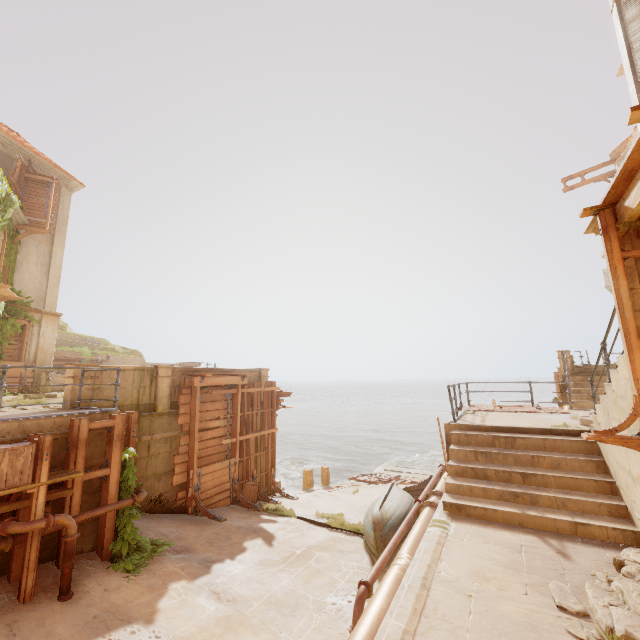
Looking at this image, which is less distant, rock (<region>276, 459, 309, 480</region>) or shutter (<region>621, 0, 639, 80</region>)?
shutter (<region>621, 0, 639, 80</region>)

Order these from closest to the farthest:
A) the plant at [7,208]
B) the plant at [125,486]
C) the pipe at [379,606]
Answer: the pipe at [379,606]
the plant at [125,486]
the plant at [7,208]

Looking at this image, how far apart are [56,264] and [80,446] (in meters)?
17.41

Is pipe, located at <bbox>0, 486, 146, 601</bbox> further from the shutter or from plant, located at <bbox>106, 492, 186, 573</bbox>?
the shutter

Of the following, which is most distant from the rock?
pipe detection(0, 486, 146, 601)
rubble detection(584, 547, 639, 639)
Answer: rubble detection(584, 547, 639, 639)

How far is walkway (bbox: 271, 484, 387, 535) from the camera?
10.95m

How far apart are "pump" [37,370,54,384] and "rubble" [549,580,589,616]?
22.2m

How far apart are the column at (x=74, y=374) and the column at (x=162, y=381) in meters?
1.7 m
